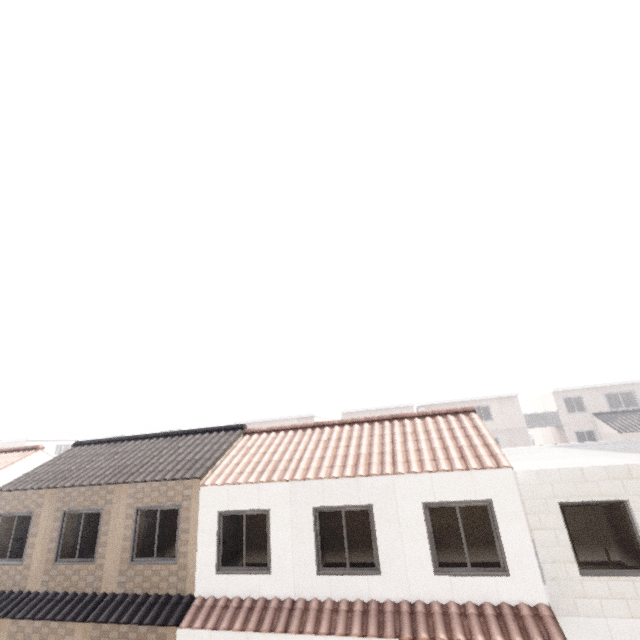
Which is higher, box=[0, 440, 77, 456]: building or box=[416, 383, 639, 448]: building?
box=[0, 440, 77, 456]: building

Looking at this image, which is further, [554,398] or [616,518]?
[554,398]

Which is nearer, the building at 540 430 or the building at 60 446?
the building at 540 430

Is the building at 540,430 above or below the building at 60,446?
below

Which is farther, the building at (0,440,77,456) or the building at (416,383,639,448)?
the building at (0,440,77,456)
